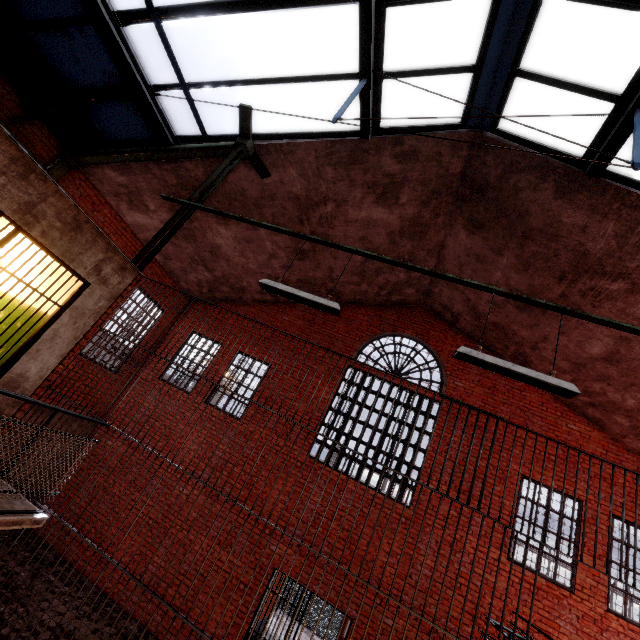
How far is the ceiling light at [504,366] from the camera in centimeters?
325cm

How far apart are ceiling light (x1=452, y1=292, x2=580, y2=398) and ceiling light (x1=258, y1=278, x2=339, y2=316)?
1.42m

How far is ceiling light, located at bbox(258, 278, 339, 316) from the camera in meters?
4.0 m

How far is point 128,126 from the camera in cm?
666

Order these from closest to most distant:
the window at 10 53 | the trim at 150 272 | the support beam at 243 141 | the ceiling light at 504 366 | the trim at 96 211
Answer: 1. the ceiling light at 504 366
2. the support beam at 243 141
3. the window at 10 53
4. the trim at 96 211
5. the trim at 150 272

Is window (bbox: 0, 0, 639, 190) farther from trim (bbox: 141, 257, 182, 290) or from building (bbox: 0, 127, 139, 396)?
building (bbox: 0, 127, 139, 396)

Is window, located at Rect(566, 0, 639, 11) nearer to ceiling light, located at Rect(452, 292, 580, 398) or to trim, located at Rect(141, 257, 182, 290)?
trim, located at Rect(141, 257, 182, 290)

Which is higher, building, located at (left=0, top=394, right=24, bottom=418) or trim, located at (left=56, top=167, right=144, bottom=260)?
trim, located at (left=56, top=167, right=144, bottom=260)
